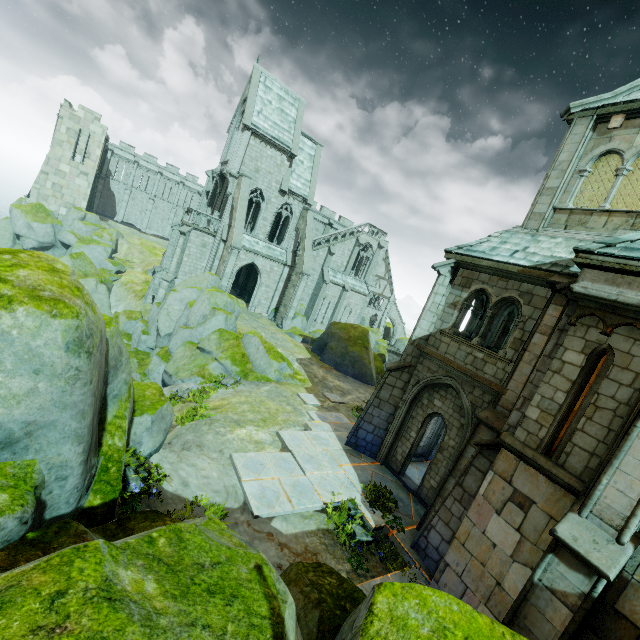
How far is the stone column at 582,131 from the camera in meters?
10.2

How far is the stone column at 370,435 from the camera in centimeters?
1173cm

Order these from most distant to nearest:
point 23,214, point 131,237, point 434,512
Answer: point 131,237
point 23,214
point 434,512

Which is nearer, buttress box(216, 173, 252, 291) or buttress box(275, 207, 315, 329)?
buttress box(216, 173, 252, 291)

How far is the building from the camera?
28.72m

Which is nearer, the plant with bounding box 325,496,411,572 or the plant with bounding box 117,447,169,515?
the plant with bounding box 117,447,169,515

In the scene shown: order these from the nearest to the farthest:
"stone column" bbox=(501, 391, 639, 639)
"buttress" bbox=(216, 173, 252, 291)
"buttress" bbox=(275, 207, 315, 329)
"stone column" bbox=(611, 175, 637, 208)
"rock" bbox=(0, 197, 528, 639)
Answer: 1. "rock" bbox=(0, 197, 528, 639)
2. "stone column" bbox=(501, 391, 639, 639)
3. "stone column" bbox=(611, 175, 637, 208)
4. "buttress" bbox=(216, 173, 252, 291)
5. "buttress" bbox=(275, 207, 315, 329)

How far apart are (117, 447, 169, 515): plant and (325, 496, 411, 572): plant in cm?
504
